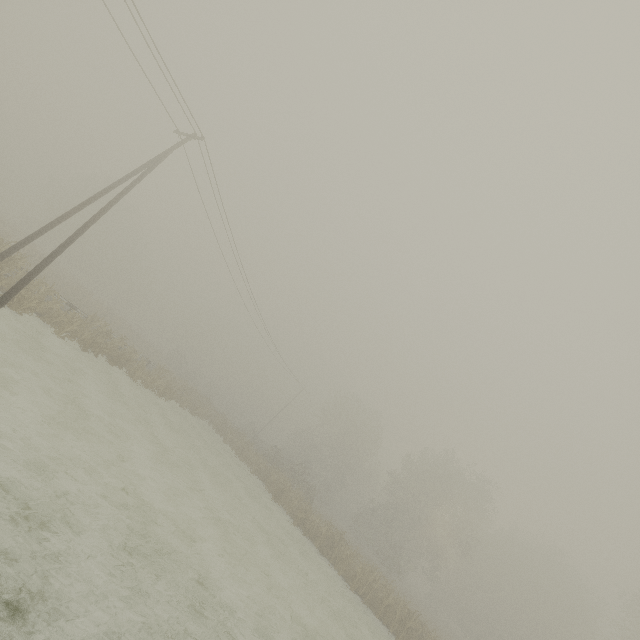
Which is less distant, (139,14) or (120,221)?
(139,14)
